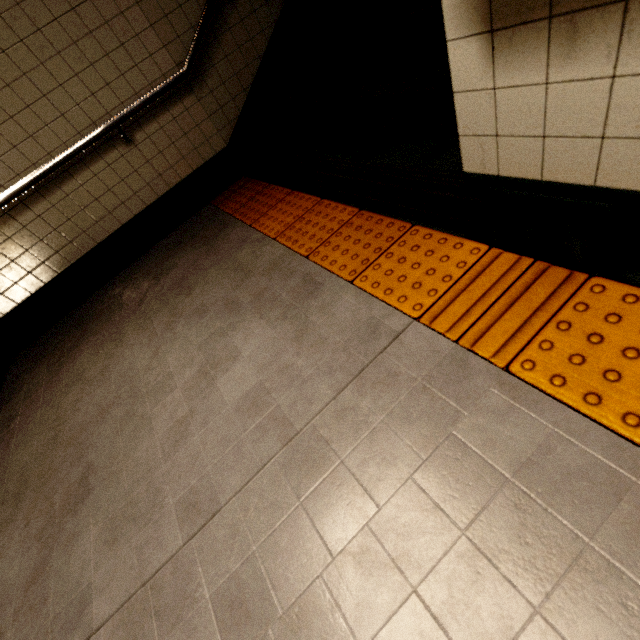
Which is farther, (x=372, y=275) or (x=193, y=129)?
(x=193, y=129)

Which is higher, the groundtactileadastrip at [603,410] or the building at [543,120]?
the building at [543,120]

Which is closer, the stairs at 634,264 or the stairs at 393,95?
the stairs at 634,264

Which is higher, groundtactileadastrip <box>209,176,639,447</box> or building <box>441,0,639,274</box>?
building <box>441,0,639,274</box>

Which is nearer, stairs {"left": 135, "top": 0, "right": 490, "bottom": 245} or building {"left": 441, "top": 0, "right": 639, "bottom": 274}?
building {"left": 441, "top": 0, "right": 639, "bottom": 274}

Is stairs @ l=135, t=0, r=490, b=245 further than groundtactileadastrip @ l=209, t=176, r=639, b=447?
Yes

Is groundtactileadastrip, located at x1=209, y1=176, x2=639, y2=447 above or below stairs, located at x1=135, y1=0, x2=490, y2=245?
below

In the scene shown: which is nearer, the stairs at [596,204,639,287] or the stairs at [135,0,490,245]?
the stairs at [596,204,639,287]
